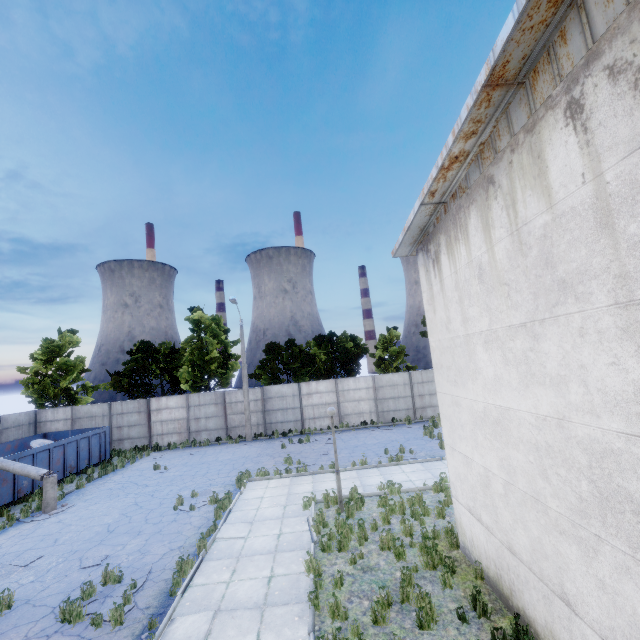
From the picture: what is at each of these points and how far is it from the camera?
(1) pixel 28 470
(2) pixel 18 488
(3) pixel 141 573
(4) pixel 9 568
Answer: (1) lamp post, 13.5 meters
(2) garbage container, 15.0 meters
(3) asphalt debris, 8.4 meters
(4) asphalt debris, 9.3 meters

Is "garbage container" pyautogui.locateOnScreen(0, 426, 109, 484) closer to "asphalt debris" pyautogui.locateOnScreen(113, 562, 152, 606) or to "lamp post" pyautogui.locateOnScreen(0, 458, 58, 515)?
"lamp post" pyautogui.locateOnScreen(0, 458, 58, 515)

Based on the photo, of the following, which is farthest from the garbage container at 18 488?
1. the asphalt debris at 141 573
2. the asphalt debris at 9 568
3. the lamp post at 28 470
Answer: the asphalt debris at 141 573

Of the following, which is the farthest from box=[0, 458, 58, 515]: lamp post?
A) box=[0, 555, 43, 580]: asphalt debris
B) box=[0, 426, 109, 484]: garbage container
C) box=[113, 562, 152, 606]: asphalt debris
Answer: box=[113, 562, 152, 606]: asphalt debris

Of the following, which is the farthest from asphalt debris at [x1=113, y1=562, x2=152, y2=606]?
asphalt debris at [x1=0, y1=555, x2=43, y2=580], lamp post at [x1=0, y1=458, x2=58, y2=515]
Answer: lamp post at [x1=0, y1=458, x2=58, y2=515]

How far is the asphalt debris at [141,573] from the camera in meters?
7.7

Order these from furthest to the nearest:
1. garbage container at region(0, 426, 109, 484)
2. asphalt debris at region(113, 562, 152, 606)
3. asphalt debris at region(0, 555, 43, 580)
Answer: garbage container at region(0, 426, 109, 484) → asphalt debris at region(0, 555, 43, 580) → asphalt debris at region(113, 562, 152, 606)

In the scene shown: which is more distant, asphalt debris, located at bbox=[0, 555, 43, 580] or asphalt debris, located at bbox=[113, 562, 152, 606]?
asphalt debris, located at bbox=[0, 555, 43, 580]
